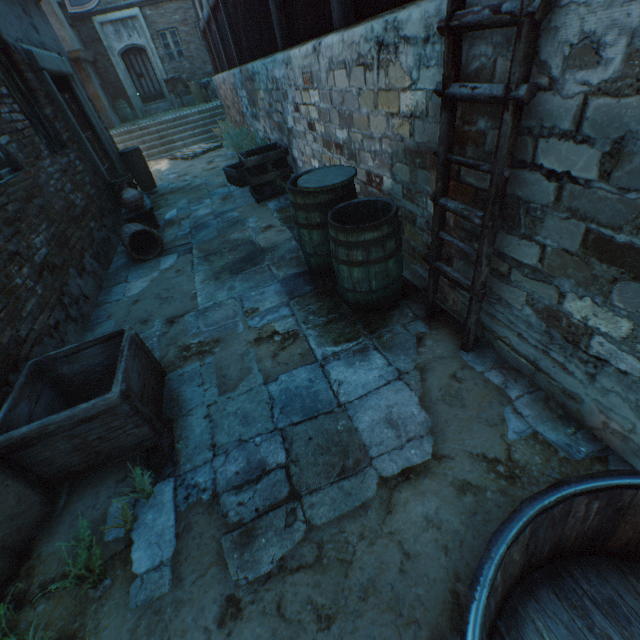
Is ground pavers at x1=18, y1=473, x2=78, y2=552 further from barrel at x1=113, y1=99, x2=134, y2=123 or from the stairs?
barrel at x1=113, y1=99, x2=134, y2=123

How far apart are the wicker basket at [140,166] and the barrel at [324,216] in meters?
→ 7.1

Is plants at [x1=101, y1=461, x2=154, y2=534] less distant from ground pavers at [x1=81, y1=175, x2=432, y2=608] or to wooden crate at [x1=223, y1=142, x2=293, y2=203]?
ground pavers at [x1=81, y1=175, x2=432, y2=608]

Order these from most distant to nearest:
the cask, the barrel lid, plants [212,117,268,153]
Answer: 1. plants [212,117,268,153]
2. the barrel lid
3. the cask

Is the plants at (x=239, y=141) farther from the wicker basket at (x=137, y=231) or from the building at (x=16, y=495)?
the wicker basket at (x=137, y=231)

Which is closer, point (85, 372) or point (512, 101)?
point (512, 101)

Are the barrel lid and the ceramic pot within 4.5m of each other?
yes

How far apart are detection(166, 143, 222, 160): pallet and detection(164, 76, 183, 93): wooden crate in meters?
6.3 m
